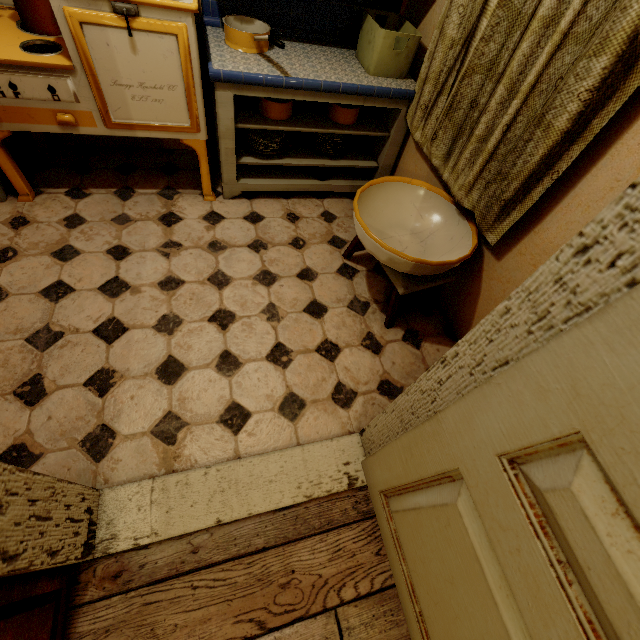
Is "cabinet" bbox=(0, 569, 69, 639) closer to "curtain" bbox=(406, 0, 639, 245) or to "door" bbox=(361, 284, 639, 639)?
"door" bbox=(361, 284, 639, 639)

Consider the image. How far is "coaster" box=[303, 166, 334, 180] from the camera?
2.5 meters

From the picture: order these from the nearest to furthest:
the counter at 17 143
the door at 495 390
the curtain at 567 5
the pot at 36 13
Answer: the door at 495 390
the curtain at 567 5
the pot at 36 13
the counter at 17 143

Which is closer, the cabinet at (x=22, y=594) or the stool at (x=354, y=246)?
the cabinet at (x=22, y=594)

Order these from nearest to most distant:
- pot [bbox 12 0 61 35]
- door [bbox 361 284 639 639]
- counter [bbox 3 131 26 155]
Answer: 1. door [bbox 361 284 639 639]
2. pot [bbox 12 0 61 35]
3. counter [bbox 3 131 26 155]

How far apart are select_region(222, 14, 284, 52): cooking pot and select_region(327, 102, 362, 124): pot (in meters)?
0.50

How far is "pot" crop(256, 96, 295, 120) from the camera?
2.0m

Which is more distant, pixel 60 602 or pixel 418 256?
pixel 418 256
